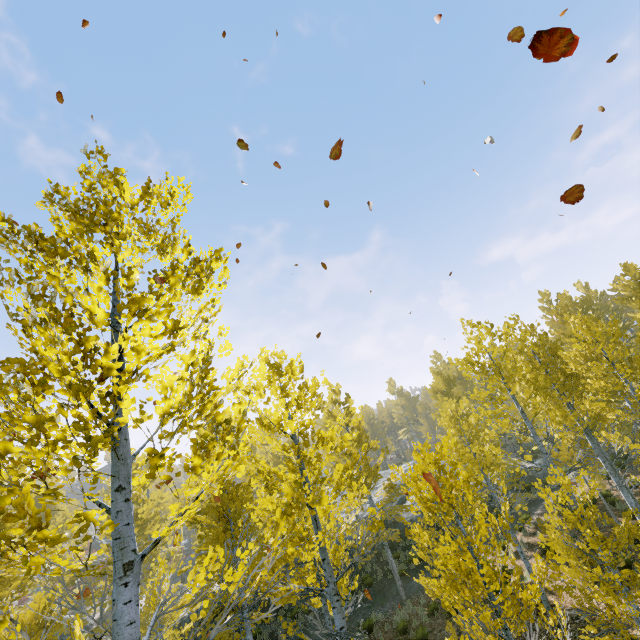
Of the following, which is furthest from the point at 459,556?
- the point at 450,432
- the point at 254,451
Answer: A: the point at 254,451
